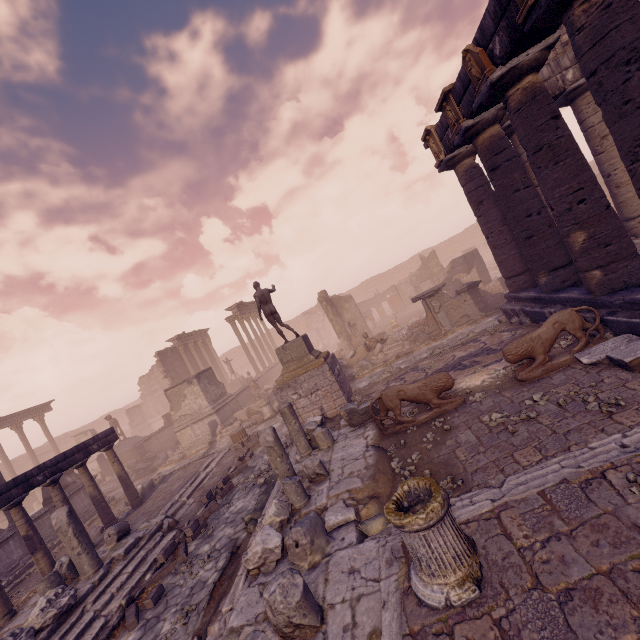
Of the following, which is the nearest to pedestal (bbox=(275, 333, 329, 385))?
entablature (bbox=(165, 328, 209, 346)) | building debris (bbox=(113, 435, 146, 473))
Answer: building debris (bbox=(113, 435, 146, 473))

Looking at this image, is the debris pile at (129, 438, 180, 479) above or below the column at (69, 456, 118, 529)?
below

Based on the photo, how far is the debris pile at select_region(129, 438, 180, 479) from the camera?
19.10m

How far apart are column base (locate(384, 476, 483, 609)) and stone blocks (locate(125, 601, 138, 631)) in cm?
584

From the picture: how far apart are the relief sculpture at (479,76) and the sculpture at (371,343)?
11.6m

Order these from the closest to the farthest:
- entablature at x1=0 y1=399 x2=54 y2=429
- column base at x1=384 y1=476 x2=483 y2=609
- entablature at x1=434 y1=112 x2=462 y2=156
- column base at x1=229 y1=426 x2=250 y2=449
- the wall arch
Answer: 1. column base at x1=384 y1=476 x2=483 y2=609
2. entablature at x1=434 y1=112 x2=462 y2=156
3. column base at x1=229 y1=426 x2=250 y2=449
4. entablature at x1=0 y1=399 x2=54 y2=429
5. the wall arch

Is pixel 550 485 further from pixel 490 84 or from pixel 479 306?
pixel 479 306

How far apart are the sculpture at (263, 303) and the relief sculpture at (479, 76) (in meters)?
8.95
